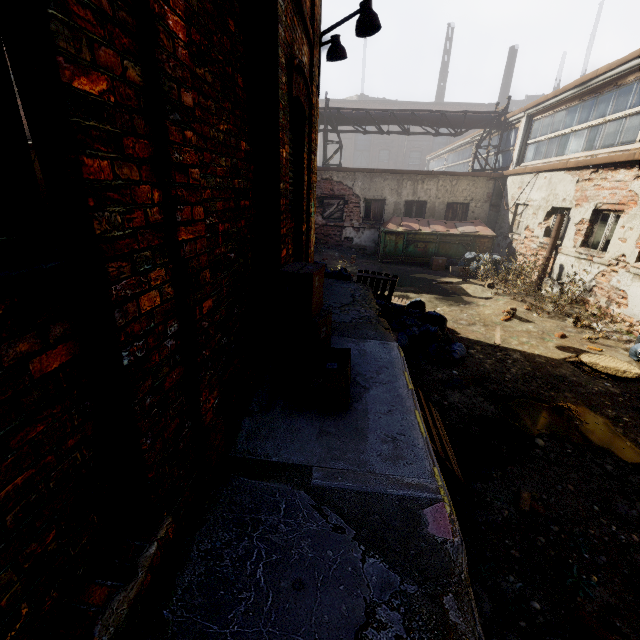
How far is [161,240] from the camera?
1.4 meters

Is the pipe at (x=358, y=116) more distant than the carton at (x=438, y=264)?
Yes

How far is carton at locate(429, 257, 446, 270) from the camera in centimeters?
1293cm

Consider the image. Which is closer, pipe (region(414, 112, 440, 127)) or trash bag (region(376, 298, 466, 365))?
trash bag (region(376, 298, 466, 365))

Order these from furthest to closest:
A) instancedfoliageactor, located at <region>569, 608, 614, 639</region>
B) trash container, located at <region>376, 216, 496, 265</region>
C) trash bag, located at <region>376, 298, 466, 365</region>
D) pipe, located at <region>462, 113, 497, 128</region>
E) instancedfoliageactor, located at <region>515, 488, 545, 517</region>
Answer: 1. pipe, located at <region>462, 113, 497, 128</region>
2. trash container, located at <region>376, 216, 496, 265</region>
3. trash bag, located at <region>376, 298, 466, 365</region>
4. instancedfoliageactor, located at <region>515, 488, 545, 517</region>
5. instancedfoliageactor, located at <region>569, 608, 614, 639</region>

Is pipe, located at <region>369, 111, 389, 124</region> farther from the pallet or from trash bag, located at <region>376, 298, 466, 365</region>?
trash bag, located at <region>376, 298, 466, 365</region>

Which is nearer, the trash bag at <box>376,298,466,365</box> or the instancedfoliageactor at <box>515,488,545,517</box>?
the instancedfoliageactor at <box>515,488,545,517</box>

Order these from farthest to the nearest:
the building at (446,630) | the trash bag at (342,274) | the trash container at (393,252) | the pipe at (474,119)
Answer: the pipe at (474,119) → the trash container at (393,252) → the trash bag at (342,274) → the building at (446,630)
